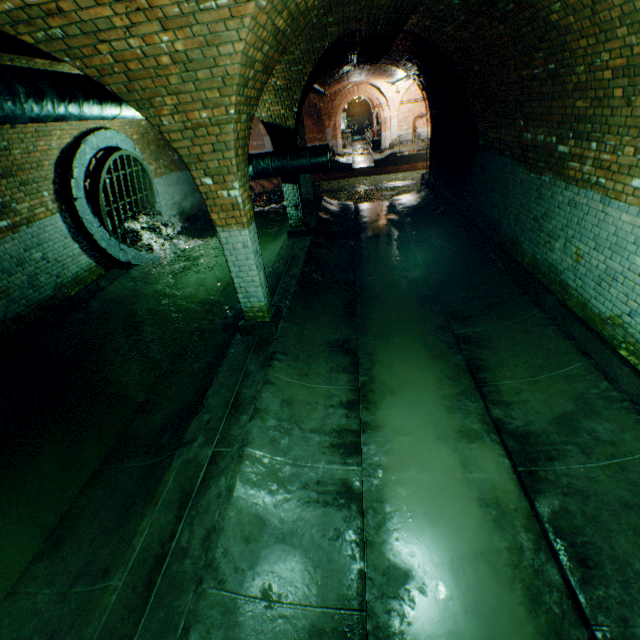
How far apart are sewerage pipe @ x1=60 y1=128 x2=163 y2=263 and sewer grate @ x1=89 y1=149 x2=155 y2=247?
0.01m

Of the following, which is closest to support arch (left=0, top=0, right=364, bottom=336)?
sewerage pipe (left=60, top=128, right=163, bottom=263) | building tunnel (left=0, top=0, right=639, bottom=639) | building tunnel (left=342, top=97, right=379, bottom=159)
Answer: building tunnel (left=0, top=0, right=639, bottom=639)

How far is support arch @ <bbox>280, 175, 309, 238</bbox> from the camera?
8.9 meters

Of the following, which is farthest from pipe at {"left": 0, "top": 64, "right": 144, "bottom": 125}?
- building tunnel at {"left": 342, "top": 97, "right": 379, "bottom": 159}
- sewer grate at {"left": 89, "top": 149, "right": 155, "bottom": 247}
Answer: building tunnel at {"left": 342, "top": 97, "right": 379, "bottom": 159}

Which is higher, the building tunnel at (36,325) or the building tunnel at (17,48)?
the building tunnel at (17,48)

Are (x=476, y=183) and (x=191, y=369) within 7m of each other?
no

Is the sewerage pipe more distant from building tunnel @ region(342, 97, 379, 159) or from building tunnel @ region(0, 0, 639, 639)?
building tunnel @ region(342, 97, 379, 159)

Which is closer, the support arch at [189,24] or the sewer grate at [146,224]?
the support arch at [189,24]
